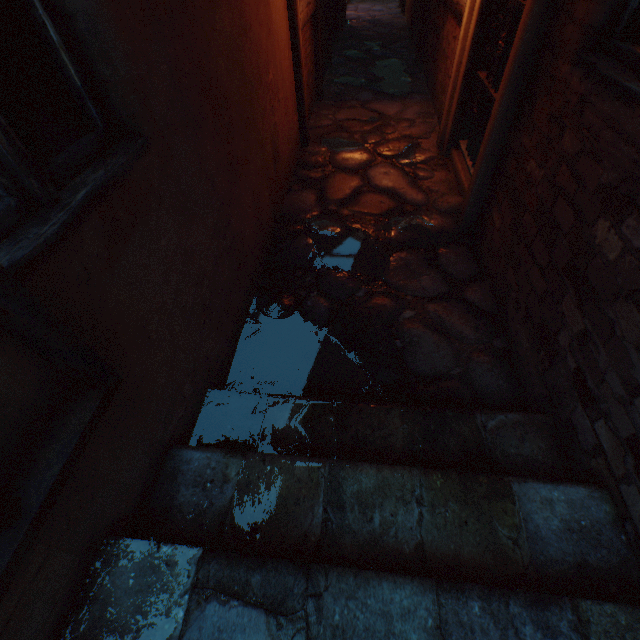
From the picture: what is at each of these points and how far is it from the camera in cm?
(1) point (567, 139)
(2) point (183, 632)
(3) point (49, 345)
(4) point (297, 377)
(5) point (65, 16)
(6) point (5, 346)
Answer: (1) building, 176
(2) stairs, 101
(3) gate, 80
(4) ground stones, 228
(5) building, 105
(6) building, 83

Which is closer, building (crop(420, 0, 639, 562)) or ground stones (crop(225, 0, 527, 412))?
building (crop(420, 0, 639, 562))

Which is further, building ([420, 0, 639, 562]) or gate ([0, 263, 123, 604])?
building ([420, 0, 639, 562])

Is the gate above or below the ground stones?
above

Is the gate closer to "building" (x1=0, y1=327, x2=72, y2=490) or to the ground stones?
"building" (x1=0, y1=327, x2=72, y2=490)

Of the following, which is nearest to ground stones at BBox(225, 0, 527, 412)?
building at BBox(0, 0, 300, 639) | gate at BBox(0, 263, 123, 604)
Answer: building at BBox(0, 0, 300, 639)

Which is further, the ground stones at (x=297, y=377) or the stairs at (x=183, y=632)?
the ground stones at (x=297, y=377)

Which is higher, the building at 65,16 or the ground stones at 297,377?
the building at 65,16
